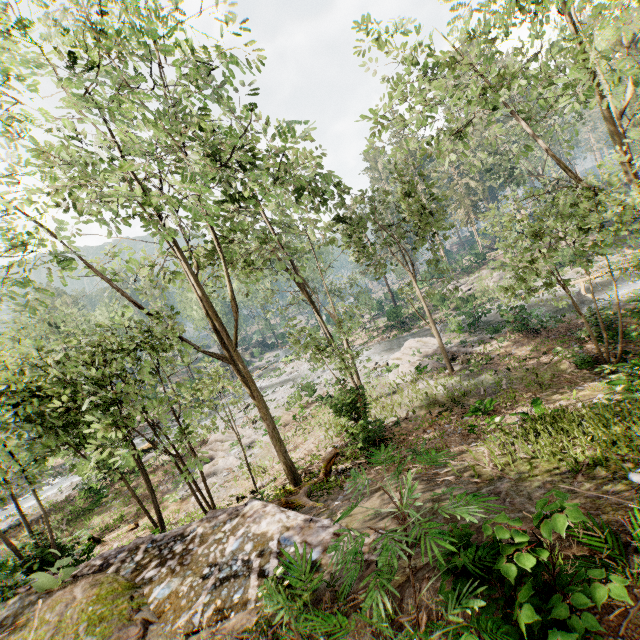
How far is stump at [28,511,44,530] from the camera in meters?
22.3

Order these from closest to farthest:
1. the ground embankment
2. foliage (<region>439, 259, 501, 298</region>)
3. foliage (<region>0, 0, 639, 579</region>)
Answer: the ground embankment, foliage (<region>0, 0, 639, 579</region>), foliage (<region>439, 259, 501, 298</region>)

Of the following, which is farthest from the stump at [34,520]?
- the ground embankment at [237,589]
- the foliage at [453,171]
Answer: the ground embankment at [237,589]

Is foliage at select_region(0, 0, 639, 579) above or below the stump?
above

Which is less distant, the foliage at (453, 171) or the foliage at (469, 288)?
the foliage at (453, 171)

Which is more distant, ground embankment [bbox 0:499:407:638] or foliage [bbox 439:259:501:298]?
foliage [bbox 439:259:501:298]

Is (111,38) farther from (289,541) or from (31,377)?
(289,541)

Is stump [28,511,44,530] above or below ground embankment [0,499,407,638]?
below
